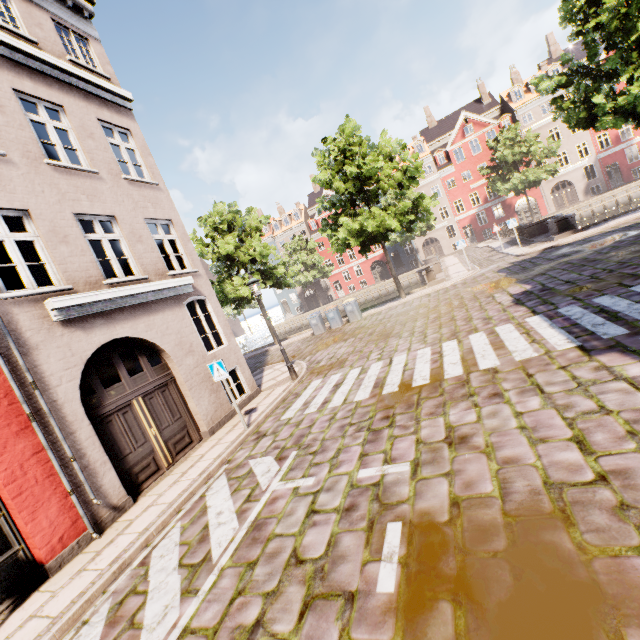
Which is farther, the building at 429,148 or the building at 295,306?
the building at 295,306

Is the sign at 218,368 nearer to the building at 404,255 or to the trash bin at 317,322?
the building at 404,255

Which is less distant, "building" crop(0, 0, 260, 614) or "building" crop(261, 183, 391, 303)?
"building" crop(0, 0, 260, 614)

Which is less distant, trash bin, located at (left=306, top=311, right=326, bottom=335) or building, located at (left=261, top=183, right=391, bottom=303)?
trash bin, located at (left=306, top=311, right=326, bottom=335)

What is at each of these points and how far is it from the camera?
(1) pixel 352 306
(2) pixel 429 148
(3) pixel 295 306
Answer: (1) trash bin, 19.25m
(2) building, 45.41m
(3) building, 54.34m

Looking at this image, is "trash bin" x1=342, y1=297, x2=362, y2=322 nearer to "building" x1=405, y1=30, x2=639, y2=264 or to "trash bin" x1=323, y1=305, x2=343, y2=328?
"trash bin" x1=323, y1=305, x2=343, y2=328

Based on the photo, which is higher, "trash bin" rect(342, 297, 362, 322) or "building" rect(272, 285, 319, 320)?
"building" rect(272, 285, 319, 320)

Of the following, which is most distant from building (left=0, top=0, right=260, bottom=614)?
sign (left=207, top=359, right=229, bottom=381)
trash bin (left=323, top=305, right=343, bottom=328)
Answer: trash bin (left=323, top=305, right=343, bottom=328)
